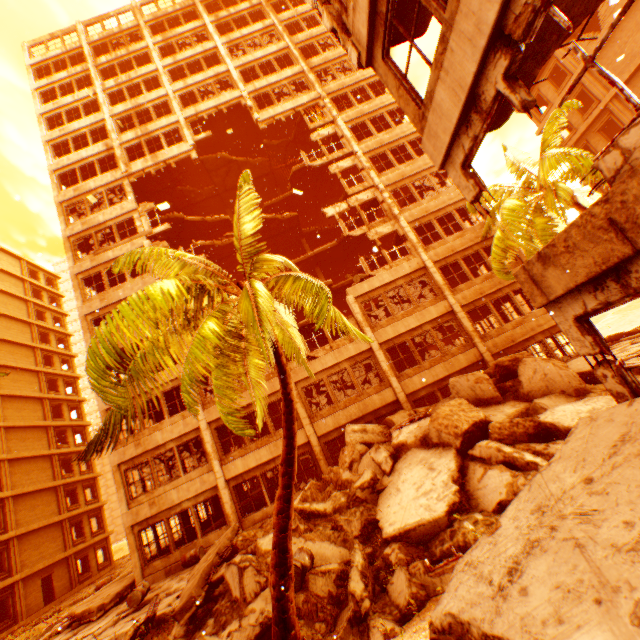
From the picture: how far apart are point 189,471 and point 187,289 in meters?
13.8

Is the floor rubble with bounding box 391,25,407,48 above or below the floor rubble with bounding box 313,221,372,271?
below

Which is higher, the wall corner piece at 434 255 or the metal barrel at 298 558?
the wall corner piece at 434 255

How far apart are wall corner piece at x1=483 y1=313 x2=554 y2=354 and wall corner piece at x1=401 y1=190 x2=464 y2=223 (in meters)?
8.21

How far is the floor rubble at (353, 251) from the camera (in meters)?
25.22

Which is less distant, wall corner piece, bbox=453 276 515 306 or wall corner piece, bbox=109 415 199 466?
wall corner piece, bbox=109 415 199 466

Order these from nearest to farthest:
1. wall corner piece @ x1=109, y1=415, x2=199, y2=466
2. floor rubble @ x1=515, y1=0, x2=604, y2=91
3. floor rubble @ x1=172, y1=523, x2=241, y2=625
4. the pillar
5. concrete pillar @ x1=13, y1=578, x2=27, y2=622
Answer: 1. floor rubble @ x1=515, y1=0, x2=604, y2=91
2. the pillar
3. floor rubble @ x1=172, y1=523, x2=241, y2=625
4. wall corner piece @ x1=109, y1=415, x2=199, y2=466
5. concrete pillar @ x1=13, y1=578, x2=27, y2=622

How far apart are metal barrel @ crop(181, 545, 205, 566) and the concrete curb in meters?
4.4
